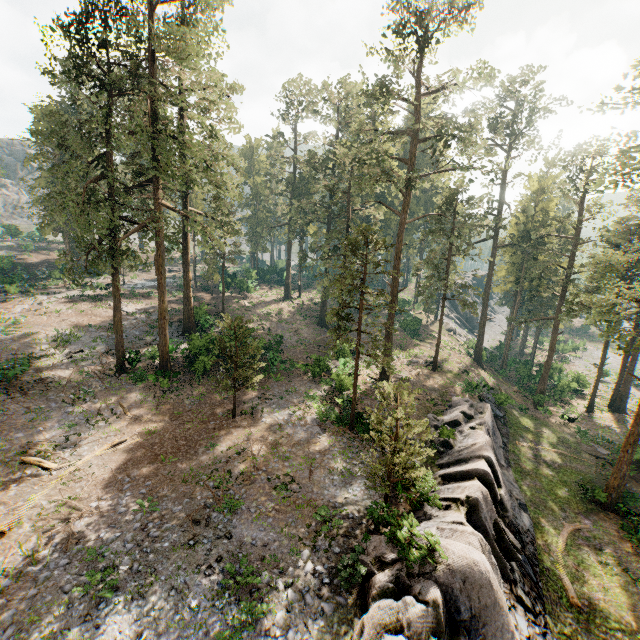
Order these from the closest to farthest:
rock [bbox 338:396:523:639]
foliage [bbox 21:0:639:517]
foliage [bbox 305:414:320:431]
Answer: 1. rock [bbox 338:396:523:639]
2. foliage [bbox 21:0:639:517]
3. foliage [bbox 305:414:320:431]

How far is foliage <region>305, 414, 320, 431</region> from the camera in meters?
22.3

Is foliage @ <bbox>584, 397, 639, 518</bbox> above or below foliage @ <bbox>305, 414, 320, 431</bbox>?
below

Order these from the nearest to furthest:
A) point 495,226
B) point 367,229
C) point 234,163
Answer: point 367,229 < point 234,163 < point 495,226

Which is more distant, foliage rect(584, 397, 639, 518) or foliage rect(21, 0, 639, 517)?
foliage rect(584, 397, 639, 518)

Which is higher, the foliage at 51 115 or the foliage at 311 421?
the foliage at 51 115

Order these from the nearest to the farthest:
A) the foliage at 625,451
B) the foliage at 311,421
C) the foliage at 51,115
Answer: the foliage at 51,115
the foliage at 625,451
the foliage at 311,421
